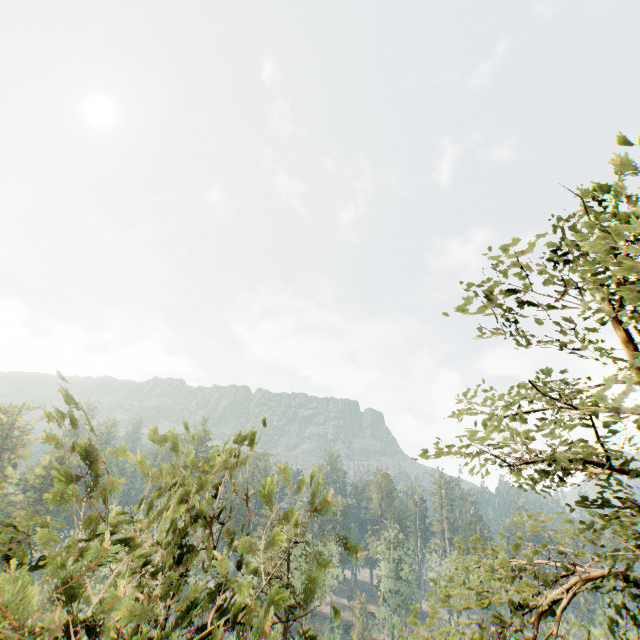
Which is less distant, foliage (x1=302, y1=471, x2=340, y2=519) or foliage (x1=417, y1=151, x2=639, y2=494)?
foliage (x1=302, y1=471, x2=340, y2=519)

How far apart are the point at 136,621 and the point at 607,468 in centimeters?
729cm

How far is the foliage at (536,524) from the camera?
6.40m

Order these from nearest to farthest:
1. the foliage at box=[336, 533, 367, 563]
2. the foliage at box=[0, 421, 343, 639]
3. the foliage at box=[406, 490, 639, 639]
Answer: the foliage at box=[0, 421, 343, 639] → the foliage at box=[336, 533, 367, 563] → the foliage at box=[406, 490, 639, 639]

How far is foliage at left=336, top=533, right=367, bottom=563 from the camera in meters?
2.1 m

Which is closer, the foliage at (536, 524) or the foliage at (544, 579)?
the foliage at (544, 579)
